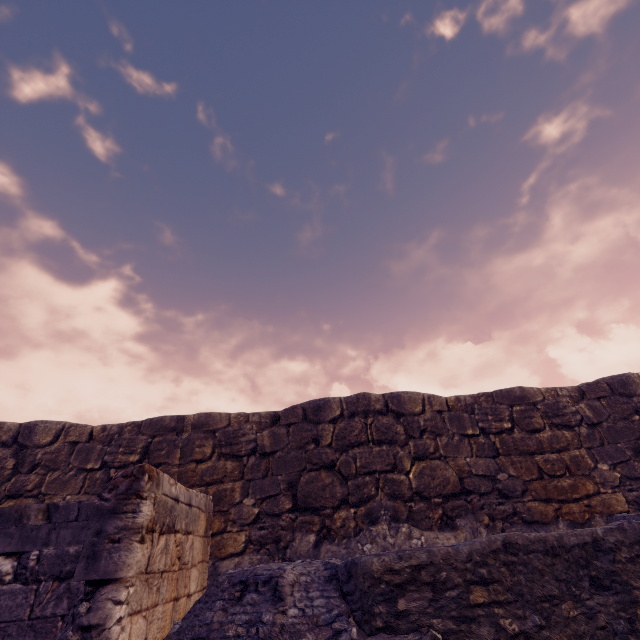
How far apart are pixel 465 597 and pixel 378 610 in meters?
0.7 m
